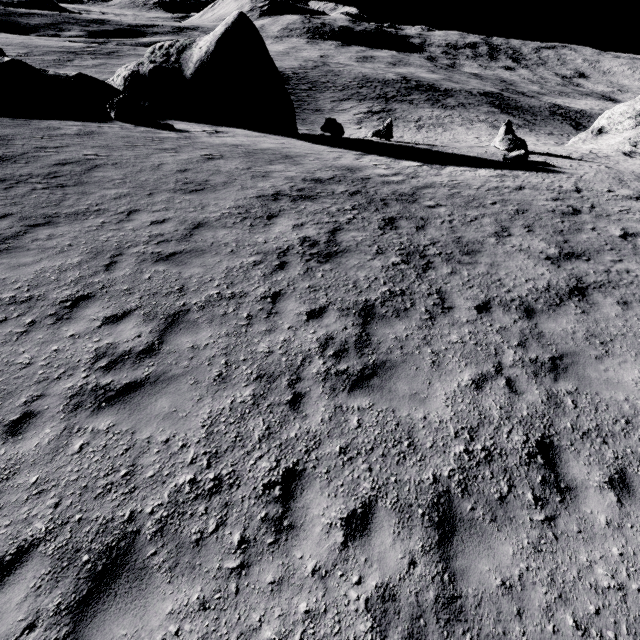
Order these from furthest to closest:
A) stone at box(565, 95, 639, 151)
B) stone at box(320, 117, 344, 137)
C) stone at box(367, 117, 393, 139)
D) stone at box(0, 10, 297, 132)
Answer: stone at box(565, 95, 639, 151), stone at box(367, 117, 393, 139), stone at box(320, 117, 344, 137), stone at box(0, 10, 297, 132)

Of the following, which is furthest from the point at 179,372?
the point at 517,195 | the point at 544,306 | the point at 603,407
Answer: the point at 517,195

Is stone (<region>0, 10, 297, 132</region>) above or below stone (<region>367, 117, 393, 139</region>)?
above

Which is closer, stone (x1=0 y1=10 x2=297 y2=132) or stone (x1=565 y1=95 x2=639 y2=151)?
stone (x1=0 y1=10 x2=297 y2=132)

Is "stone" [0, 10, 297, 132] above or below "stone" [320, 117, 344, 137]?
above

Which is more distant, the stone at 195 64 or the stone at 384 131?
the stone at 384 131

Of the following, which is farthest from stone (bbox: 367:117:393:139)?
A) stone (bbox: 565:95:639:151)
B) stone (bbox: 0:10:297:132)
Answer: stone (bbox: 565:95:639:151)

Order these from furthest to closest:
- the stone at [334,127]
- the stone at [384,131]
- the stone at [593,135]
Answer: the stone at [593,135] → the stone at [384,131] → the stone at [334,127]
